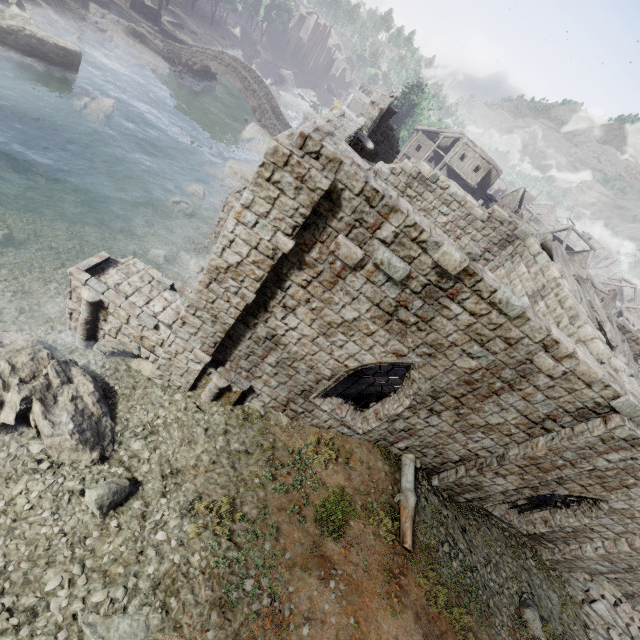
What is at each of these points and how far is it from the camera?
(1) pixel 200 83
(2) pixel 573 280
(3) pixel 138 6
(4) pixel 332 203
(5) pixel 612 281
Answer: (1) rock, 36.5m
(2) wooden plank rubble, 13.6m
(3) stone arch, 36.2m
(4) building, 6.4m
(5) building, 56.4m

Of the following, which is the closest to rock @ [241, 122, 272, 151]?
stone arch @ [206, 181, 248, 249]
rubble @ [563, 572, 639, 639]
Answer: stone arch @ [206, 181, 248, 249]

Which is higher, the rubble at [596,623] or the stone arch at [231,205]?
the rubble at [596,623]

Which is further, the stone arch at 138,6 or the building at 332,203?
the stone arch at 138,6

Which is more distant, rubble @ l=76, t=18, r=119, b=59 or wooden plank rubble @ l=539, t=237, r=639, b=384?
rubble @ l=76, t=18, r=119, b=59

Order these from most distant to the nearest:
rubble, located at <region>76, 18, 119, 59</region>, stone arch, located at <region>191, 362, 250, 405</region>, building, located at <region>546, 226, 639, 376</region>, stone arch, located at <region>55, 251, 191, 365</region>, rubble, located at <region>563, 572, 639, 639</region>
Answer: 1. rubble, located at <region>76, 18, 119, 59</region>
2. building, located at <region>546, 226, 639, 376</region>
3. rubble, located at <region>563, 572, 639, 639</region>
4. stone arch, located at <region>191, 362, 250, 405</region>
5. stone arch, located at <region>55, 251, 191, 365</region>

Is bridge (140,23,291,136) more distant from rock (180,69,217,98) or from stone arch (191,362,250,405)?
stone arch (191,362,250,405)

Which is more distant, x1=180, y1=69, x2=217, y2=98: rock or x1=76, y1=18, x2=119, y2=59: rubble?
x1=180, y1=69, x2=217, y2=98: rock
